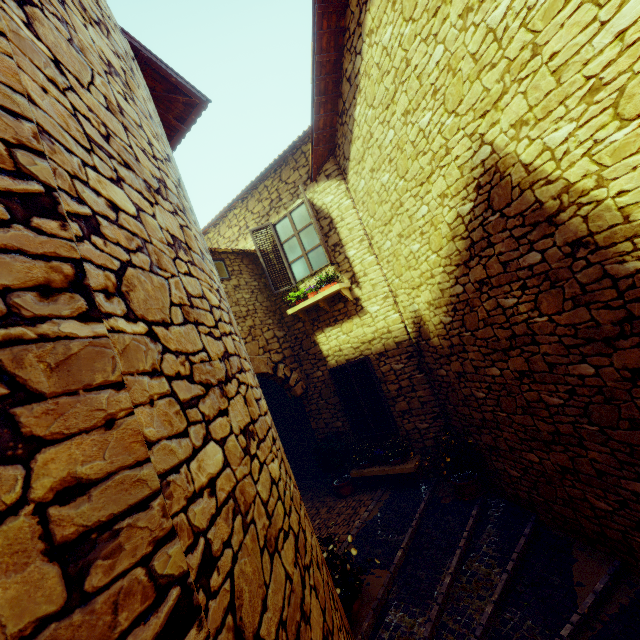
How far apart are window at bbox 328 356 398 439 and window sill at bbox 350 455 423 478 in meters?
0.3 m

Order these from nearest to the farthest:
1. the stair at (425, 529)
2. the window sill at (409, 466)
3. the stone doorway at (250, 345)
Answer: the stair at (425, 529)
the window sill at (409, 466)
the stone doorway at (250, 345)

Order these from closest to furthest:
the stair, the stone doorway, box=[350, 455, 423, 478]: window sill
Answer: the stair < box=[350, 455, 423, 478]: window sill < the stone doorway

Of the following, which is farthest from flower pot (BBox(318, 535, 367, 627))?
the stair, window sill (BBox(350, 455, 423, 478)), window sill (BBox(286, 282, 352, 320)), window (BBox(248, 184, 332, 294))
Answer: window (BBox(248, 184, 332, 294))

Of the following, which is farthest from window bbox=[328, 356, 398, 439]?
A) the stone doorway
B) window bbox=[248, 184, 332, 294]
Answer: window bbox=[248, 184, 332, 294]

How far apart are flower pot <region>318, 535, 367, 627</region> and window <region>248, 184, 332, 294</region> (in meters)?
4.82

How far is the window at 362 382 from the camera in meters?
6.7 m

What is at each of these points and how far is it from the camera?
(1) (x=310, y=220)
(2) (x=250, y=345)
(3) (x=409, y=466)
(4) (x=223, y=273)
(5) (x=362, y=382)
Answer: (1) window, 7.1m
(2) stone doorway, 7.0m
(3) window sill, 6.2m
(4) window, 7.1m
(5) window, 6.9m
